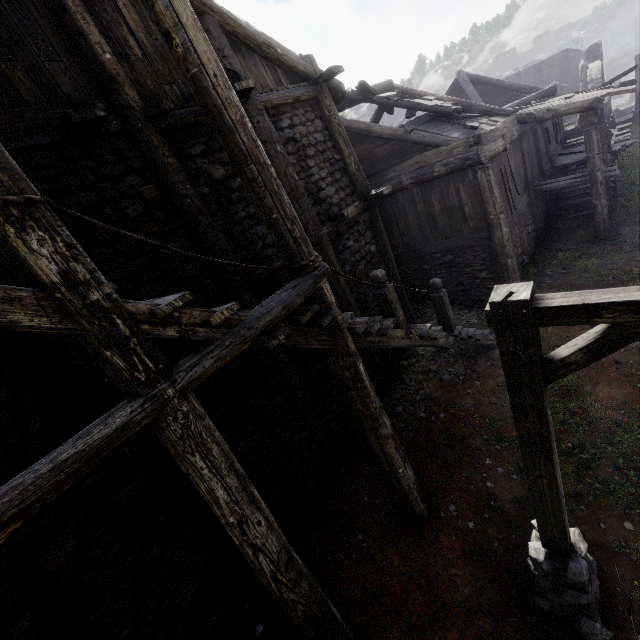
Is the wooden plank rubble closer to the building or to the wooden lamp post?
the building

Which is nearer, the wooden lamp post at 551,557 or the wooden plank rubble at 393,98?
the wooden lamp post at 551,557

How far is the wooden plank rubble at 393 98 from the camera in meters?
10.1

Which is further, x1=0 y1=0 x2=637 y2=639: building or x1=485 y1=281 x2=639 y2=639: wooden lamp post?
x1=0 y1=0 x2=637 y2=639: building

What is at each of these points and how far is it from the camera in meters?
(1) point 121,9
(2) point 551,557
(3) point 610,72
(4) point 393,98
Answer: (1) building, 4.7
(2) wooden lamp post, 3.9
(3) stone arch, 57.3
(4) wooden plank rubble, 10.4

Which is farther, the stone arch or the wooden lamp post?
the stone arch

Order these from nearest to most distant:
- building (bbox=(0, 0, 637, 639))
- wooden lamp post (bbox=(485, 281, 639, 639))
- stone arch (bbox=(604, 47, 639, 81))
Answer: wooden lamp post (bbox=(485, 281, 639, 639)) → building (bbox=(0, 0, 637, 639)) → stone arch (bbox=(604, 47, 639, 81))

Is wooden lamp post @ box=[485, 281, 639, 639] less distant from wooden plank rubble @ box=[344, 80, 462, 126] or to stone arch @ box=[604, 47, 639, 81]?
wooden plank rubble @ box=[344, 80, 462, 126]
